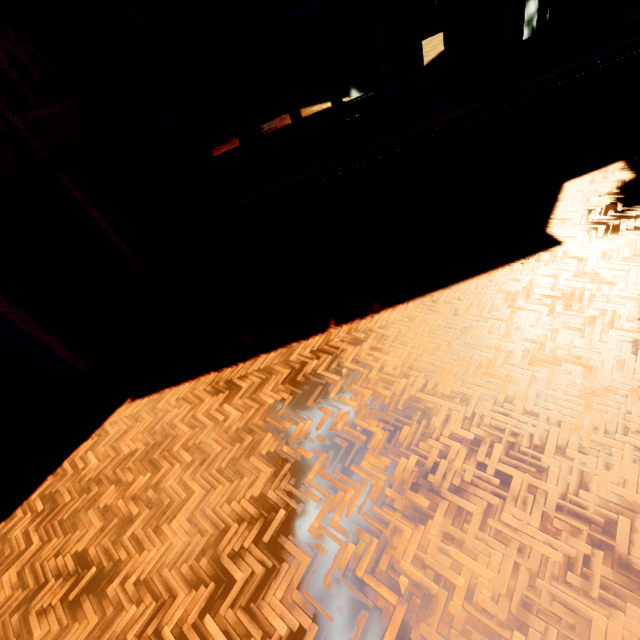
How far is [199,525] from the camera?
3.8 meters
